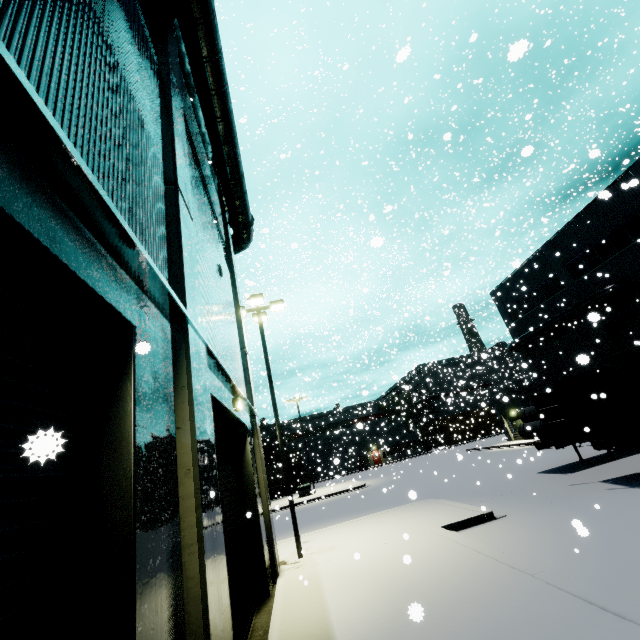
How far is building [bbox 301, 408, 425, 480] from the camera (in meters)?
55.59

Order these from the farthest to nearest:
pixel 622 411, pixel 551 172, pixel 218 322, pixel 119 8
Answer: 1. pixel 551 172
2. pixel 622 411
3. pixel 218 322
4. pixel 119 8

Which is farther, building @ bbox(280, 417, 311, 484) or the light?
building @ bbox(280, 417, 311, 484)

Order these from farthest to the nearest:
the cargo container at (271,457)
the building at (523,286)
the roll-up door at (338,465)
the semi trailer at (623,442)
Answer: the cargo container at (271,457), the roll-up door at (338,465), the building at (523,286), the semi trailer at (623,442)

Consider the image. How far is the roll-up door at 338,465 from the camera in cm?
3269

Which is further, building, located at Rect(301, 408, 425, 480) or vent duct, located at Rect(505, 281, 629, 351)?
building, located at Rect(301, 408, 425, 480)

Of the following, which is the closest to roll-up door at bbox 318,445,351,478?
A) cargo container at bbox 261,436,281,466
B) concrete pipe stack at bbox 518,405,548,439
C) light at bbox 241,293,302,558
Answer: cargo container at bbox 261,436,281,466

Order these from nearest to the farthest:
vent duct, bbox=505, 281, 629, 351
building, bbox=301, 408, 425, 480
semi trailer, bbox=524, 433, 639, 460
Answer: semi trailer, bbox=524, 433, 639, 460 < vent duct, bbox=505, 281, 629, 351 < building, bbox=301, 408, 425, 480
